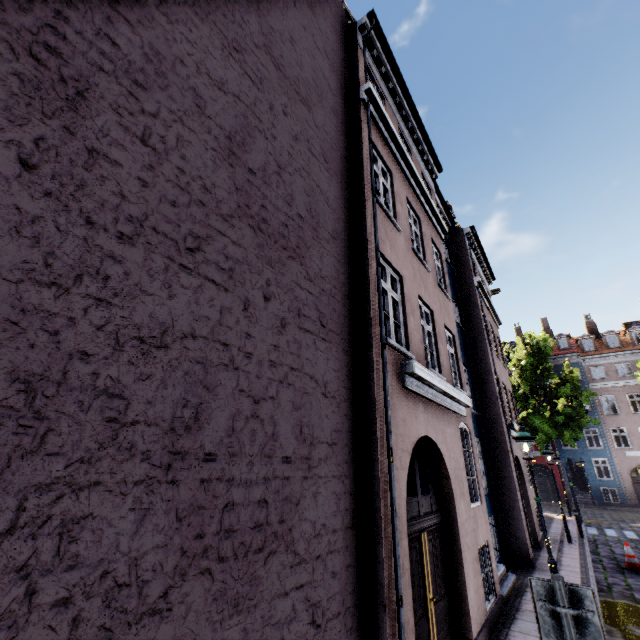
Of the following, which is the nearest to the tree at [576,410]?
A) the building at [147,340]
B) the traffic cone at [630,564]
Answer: the building at [147,340]

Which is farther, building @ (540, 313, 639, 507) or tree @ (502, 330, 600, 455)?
building @ (540, 313, 639, 507)

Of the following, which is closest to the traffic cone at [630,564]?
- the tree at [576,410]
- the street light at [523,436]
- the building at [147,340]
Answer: the building at [147,340]

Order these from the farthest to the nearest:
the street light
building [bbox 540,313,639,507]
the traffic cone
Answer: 1. building [bbox 540,313,639,507]
2. the traffic cone
3. the street light

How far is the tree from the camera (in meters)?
22.84

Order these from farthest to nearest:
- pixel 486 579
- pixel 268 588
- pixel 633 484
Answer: pixel 633 484, pixel 486 579, pixel 268 588

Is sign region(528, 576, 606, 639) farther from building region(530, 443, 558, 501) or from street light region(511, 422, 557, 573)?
street light region(511, 422, 557, 573)

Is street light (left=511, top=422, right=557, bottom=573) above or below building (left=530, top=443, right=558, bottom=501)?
above
